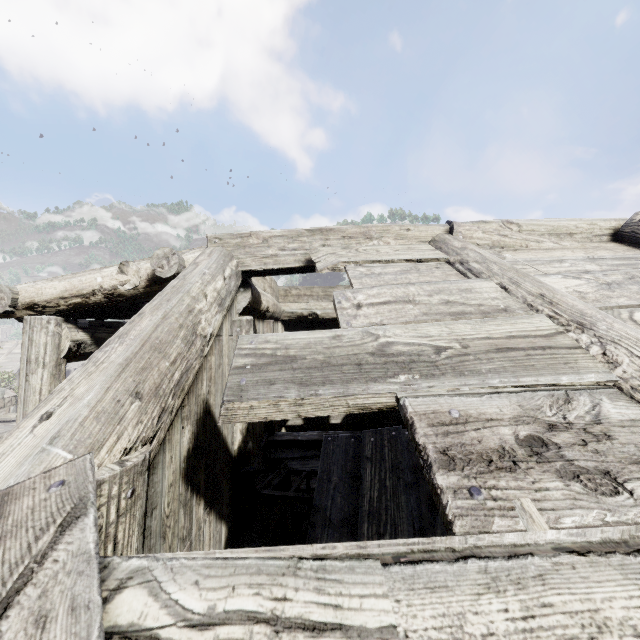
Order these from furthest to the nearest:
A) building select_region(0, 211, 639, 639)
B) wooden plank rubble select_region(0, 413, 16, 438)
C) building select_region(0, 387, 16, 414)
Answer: building select_region(0, 387, 16, 414), wooden plank rubble select_region(0, 413, 16, 438), building select_region(0, 211, 639, 639)

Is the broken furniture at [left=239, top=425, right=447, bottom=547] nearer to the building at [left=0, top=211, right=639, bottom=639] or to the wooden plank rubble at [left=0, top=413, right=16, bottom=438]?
the building at [left=0, top=211, right=639, bottom=639]

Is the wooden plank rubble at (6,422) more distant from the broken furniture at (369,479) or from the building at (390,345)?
the broken furniture at (369,479)

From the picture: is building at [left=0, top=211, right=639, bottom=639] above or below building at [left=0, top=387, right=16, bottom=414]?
above

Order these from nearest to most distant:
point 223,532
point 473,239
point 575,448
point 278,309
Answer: point 575,448, point 223,532, point 473,239, point 278,309

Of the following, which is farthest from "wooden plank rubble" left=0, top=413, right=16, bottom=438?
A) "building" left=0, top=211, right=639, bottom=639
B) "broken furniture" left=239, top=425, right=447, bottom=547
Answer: "broken furniture" left=239, top=425, right=447, bottom=547
